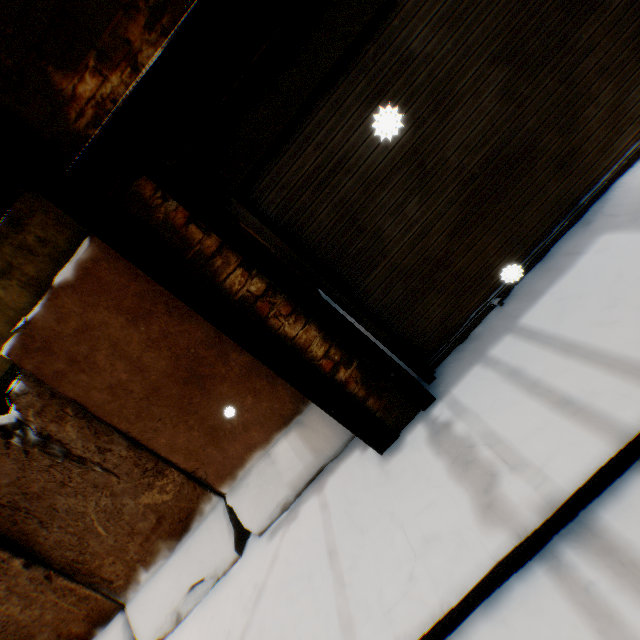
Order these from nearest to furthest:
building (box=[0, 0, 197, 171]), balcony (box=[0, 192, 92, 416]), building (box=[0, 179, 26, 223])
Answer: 1. building (box=[0, 0, 197, 171])
2. balcony (box=[0, 192, 92, 416])
3. building (box=[0, 179, 26, 223])

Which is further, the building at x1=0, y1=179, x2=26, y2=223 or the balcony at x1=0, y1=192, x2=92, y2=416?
the building at x1=0, y1=179, x2=26, y2=223

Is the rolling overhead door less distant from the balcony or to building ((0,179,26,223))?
building ((0,179,26,223))

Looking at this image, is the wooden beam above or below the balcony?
below

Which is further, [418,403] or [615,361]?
[418,403]

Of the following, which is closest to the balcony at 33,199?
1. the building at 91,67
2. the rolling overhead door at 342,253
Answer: the building at 91,67

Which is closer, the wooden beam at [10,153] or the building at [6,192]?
the wooden beam at [10,153]
